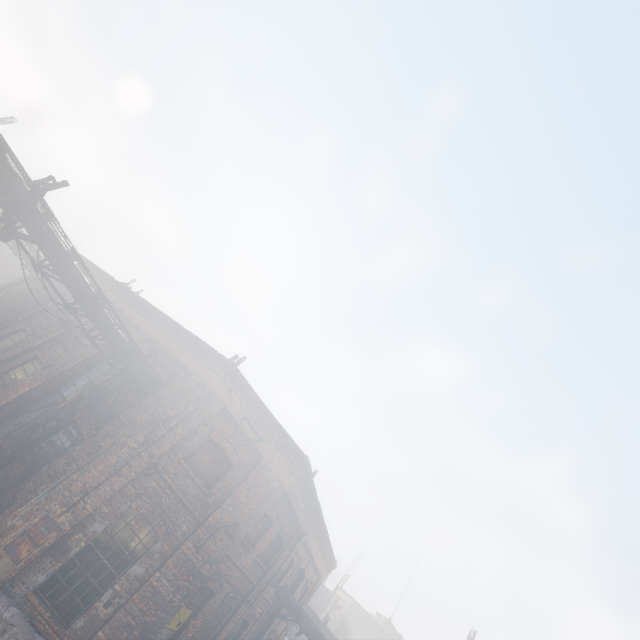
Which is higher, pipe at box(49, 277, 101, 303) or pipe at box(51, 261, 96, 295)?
pipe at box(51, 261, 96, 295)

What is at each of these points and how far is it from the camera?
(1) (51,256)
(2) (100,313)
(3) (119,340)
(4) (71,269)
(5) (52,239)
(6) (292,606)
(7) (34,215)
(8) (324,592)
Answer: (1) pipe, 8.2m
(2) pipe, 9.5m
(3) pipe, 10.2m
(4) pipe, 8.6m
(5) pipe, 8.1m
(6) pipe, 15.0m
(7) pipe, 7.7m
(8) building, 48.2m

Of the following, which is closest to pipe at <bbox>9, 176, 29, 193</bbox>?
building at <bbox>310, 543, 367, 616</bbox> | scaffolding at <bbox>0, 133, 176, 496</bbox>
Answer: scaffolding at <bbox>0, 133, 176, 496</bbox>

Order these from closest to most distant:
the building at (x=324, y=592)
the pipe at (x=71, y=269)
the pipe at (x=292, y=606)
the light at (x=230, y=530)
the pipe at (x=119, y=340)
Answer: the pipe at (x=71, y=269), the light at (x=230, y=530), the pipe at (x=119, y=340), the pipe at (x=292, y=606), the building at (x=324, y=592)

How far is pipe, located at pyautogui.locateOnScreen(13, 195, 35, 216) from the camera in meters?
7.4

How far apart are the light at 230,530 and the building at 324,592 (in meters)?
50.66

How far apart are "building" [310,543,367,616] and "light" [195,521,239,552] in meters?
50.7
